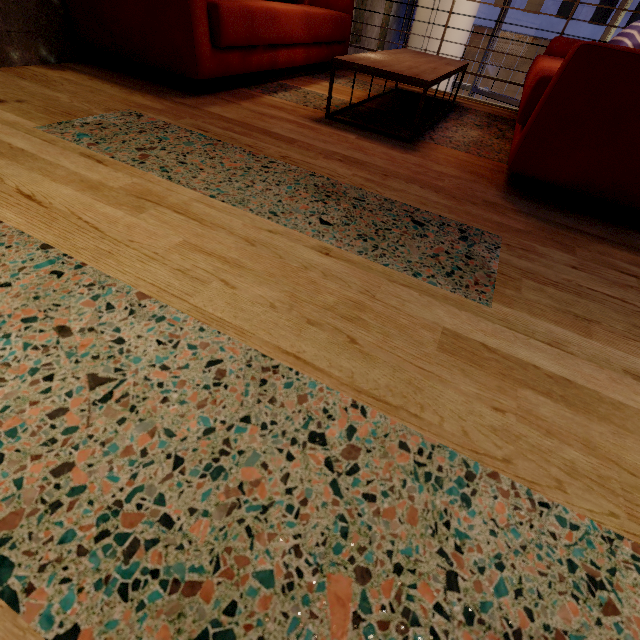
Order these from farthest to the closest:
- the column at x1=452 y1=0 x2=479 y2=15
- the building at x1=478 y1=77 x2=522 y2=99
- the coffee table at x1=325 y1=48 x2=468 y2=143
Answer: the building at x1=478 y1=77 x2=522 y2=99 < the column at x1=452 y1=0 x2=479 y2=15 < the coffee table at x1=325 y1=48 x2=468 y2=143

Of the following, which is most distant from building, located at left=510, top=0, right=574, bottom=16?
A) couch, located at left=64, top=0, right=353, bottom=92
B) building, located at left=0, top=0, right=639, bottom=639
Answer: couch, located at left=64, top=0, right=353, bottom=92

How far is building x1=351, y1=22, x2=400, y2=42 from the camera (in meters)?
5.61

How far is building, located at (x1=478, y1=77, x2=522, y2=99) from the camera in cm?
2925

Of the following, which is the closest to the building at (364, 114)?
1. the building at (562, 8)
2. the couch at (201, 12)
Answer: the couch at (201, 12)

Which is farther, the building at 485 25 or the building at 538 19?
the building at 485 25

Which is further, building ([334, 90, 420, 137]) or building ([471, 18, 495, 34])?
building ([471, 18, 495, 34])

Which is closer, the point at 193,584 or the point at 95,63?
the point at 193,584
